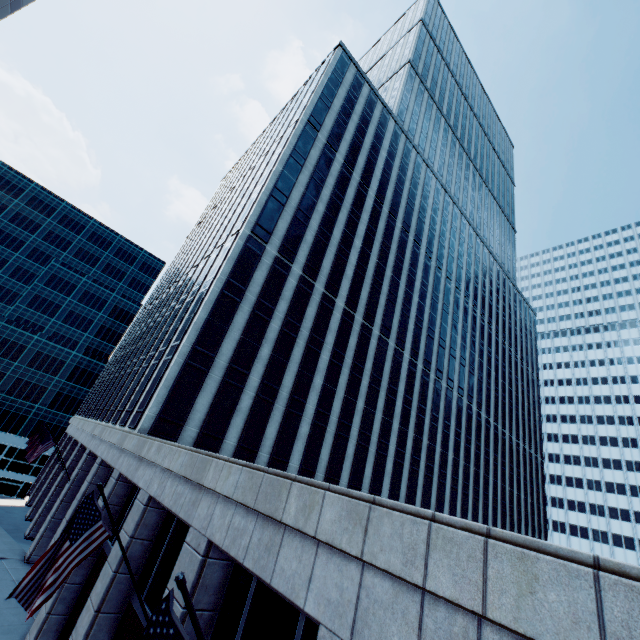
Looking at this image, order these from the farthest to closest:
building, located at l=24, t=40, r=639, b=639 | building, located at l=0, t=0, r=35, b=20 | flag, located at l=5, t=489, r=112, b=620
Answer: building, located at l=0, t=0, r=35, b=20
flag, located at l=5, t=489, r=112, b=620
building, located at l=24, t=40, r=639, b=639

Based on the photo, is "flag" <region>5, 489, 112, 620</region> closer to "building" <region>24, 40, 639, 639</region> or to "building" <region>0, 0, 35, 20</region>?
"building" <region>24, 40, 639, 639</region>

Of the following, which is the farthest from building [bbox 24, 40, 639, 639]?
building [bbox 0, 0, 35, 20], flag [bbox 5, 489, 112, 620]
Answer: building [bbox 0, 0, 35, 20]

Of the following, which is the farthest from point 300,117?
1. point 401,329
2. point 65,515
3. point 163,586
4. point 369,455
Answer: point 65,515

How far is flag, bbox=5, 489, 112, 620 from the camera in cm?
690

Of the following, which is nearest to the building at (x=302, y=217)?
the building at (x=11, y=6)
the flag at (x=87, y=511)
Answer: the flag at (x=87, y=511)

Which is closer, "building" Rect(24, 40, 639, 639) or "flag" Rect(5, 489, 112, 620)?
"building" Rect(24, 40, 639, 639)
